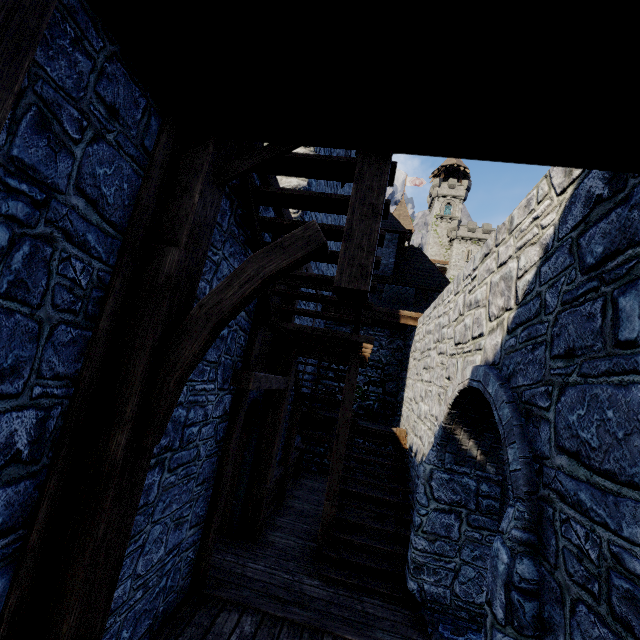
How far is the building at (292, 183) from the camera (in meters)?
7.92

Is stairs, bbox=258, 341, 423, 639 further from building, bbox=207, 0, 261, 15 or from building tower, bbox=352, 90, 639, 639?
building, bbox=207, 0, 261, 15

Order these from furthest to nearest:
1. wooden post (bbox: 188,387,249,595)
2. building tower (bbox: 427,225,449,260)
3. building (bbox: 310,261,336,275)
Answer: building tower (bbox: 427,225,449,260) < building (bbox: 310,261,336,275) < wooden post (bbox: 188,387,249,595)

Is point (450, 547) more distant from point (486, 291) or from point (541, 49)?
point (541, 49)

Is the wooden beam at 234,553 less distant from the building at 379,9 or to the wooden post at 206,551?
the wooden post at 206,551

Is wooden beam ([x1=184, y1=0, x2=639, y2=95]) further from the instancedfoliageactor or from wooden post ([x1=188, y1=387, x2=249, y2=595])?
the instancedfoliageactor

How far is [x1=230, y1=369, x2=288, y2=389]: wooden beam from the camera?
4.7m

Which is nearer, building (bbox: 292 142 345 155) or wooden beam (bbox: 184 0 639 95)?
wooden beam (bbox: 184 0 639 95)
